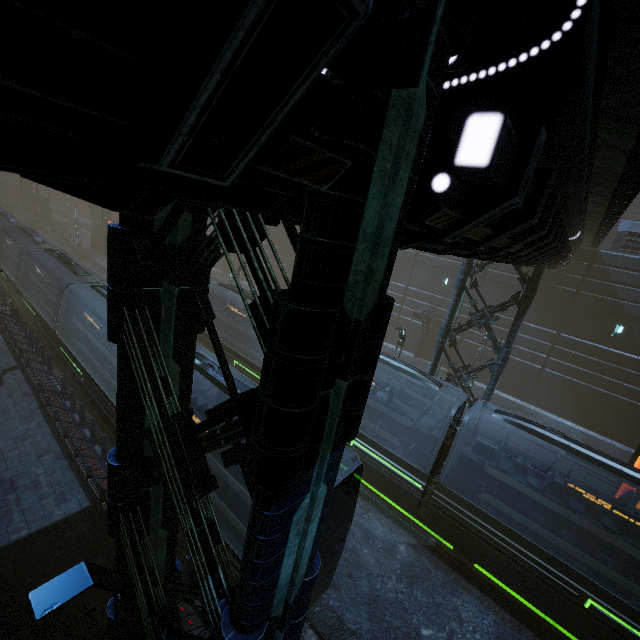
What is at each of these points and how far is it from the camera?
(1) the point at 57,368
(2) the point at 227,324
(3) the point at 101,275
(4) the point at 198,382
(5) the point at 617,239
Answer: (1) train rail, 18.38m
(2) train, 21.30m
(3) train rail, 36.38m
(4) train, 11.85m
(5) building, 20.88m

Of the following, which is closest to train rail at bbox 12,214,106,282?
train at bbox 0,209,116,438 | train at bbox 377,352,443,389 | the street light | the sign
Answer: train at bbox 0,209,116,438

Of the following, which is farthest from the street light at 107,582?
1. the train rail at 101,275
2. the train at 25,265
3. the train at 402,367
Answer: the train at 25,265

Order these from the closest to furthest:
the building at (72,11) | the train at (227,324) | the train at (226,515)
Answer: the building at (72,11) → the train at (226,515) → the train at (227,324)

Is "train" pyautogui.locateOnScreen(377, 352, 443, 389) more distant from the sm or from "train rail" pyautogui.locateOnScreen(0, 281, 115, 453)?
the sm

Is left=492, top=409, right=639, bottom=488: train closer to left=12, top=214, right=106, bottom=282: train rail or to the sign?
left=12, top=214, right=106, bottom=282: train rail

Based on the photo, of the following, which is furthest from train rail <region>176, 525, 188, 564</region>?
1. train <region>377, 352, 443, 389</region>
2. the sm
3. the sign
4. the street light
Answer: train <region>377, 352, 443, 389</region>

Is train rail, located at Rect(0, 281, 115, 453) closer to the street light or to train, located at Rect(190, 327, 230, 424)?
train, located at Rect(190, 327, 230, 424)
